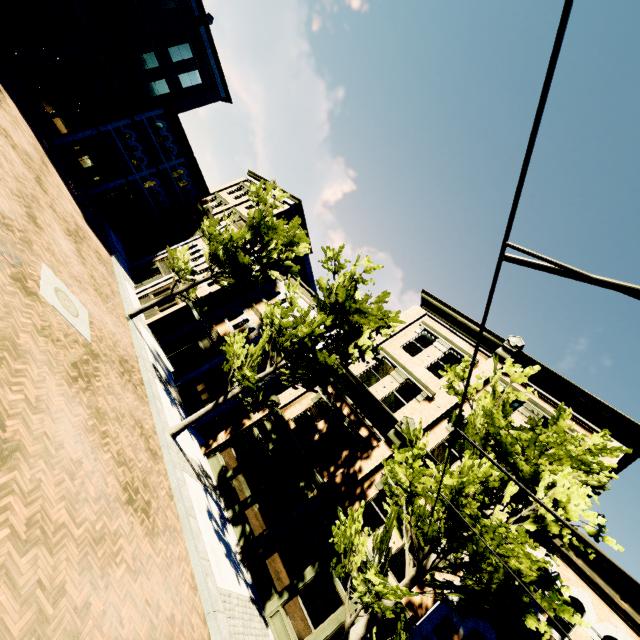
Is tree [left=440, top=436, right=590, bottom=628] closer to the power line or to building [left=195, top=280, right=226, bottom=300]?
the power line

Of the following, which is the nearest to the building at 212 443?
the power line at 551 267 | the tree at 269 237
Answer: the tree at 269 237

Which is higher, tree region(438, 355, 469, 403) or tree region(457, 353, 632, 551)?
tree region(438, 355, 469, 403)

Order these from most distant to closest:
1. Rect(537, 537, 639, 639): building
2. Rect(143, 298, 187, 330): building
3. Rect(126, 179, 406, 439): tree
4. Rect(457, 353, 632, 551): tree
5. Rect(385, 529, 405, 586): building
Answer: Rect(143, 298, 187, 330): building
Rect(126, 179, 406, 439): tree
Rect(385, 529, 405, 586): building
Rect(537, 537, 639, 639): building
Rect(457, 353, 632, 551): tree

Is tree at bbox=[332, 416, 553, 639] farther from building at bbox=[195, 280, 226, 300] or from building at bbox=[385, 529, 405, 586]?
building at bbox=[195, 280, 226, 300]

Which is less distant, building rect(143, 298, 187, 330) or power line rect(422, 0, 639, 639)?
power line rect(422, 0, 639, 639)

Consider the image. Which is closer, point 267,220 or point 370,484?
point 370,484
